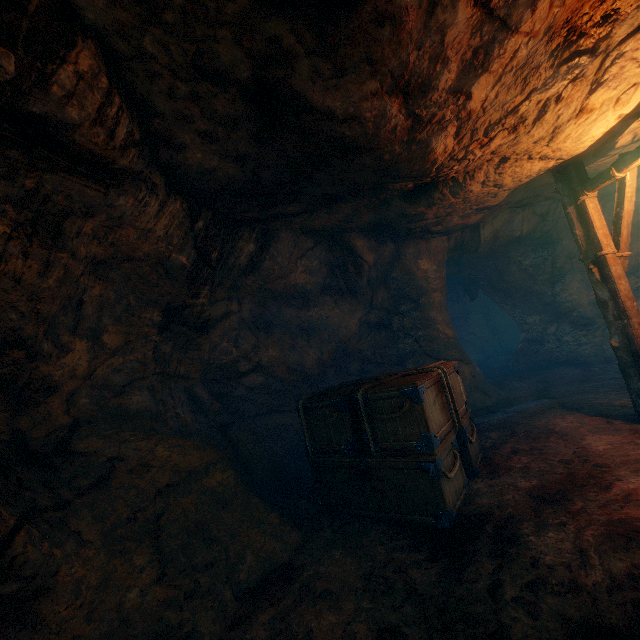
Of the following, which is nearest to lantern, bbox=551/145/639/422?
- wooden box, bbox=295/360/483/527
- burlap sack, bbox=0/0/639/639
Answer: burlap sack, bbox=0/0/639/639

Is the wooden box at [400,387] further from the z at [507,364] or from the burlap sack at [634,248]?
the z at [507,364]

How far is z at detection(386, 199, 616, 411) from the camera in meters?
9.1

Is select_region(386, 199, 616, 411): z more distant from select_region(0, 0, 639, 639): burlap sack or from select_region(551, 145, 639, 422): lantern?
select_region(551, 145, 639, 422): lantern

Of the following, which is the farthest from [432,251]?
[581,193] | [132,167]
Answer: [132,167]

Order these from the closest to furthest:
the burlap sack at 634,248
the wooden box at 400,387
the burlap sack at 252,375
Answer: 1. the burlap sack at 252,375
2. the wooden box at 400,387
3. the burlap sack at 634,248

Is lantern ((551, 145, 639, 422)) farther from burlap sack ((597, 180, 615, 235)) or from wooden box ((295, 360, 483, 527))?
wooden box ((295, 360, 483, 527))

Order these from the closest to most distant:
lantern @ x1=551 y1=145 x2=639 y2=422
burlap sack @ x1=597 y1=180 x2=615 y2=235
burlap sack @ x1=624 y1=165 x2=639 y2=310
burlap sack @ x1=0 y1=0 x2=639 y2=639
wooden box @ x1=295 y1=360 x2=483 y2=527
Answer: burlap sack @ x1=0 y1=0 x2=639 y2=639 < wooden box @ x1=295 y1=360 x2=483 y2=527 < lantern @ x1=551 y1=145 x2=639 y2=422 < burlap sack @ x1=597 y1=180 x2=615 y2=235 < burlap sack @ x1=624 y1=165 x2=639 y2=310
